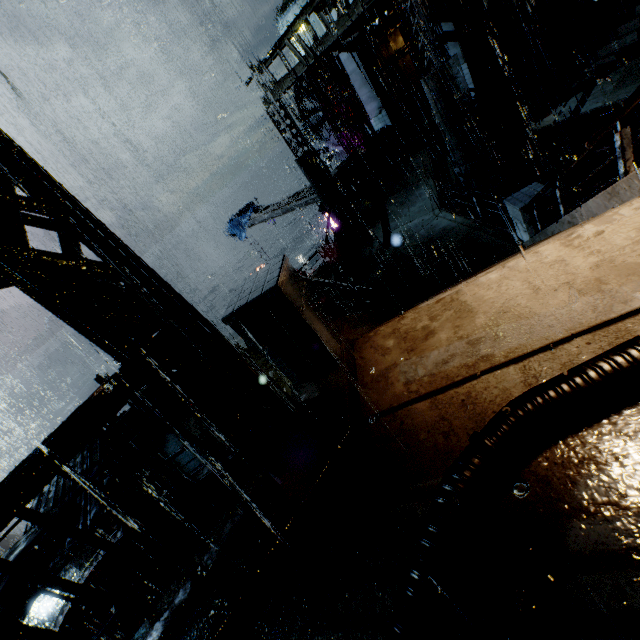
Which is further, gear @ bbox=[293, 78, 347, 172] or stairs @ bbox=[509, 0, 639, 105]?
gear @ bbox=[293, 78, 347, 172]

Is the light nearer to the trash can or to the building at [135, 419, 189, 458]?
the building at [135, 419, 189, 458]

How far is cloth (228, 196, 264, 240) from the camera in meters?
25.2

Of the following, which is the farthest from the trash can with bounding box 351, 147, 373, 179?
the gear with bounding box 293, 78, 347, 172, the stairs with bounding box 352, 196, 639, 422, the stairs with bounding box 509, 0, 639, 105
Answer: the gear with bounding box 293, 78, 347, 172

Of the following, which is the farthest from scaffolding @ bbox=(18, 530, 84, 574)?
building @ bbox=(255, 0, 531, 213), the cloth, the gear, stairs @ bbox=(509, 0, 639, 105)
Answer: the gear

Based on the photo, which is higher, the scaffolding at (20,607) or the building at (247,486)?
the scaffolding at (20,607)

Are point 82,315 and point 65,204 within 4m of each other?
yes

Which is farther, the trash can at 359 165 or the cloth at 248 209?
the cloth at 248 209
